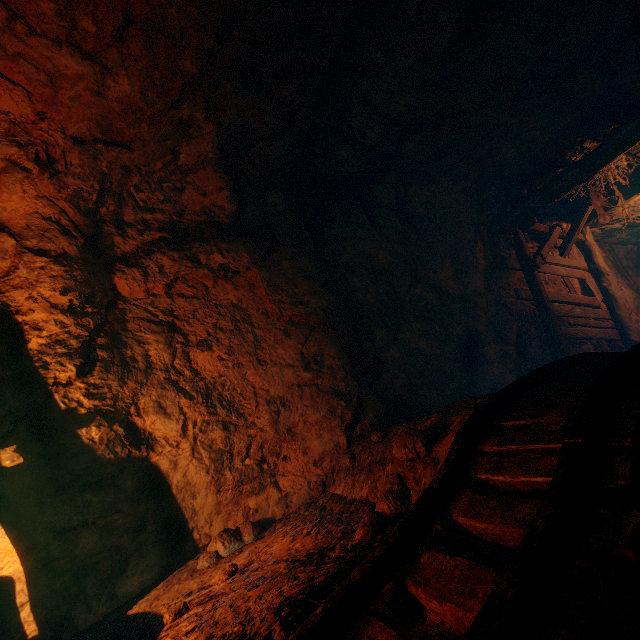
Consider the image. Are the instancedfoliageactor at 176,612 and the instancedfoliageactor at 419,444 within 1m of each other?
no

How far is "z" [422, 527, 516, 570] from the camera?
1.5m

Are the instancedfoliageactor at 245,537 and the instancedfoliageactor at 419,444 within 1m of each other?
no

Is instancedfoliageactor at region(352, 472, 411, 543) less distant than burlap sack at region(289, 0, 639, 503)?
Yes

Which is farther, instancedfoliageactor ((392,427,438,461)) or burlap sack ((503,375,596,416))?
instancedfoliageactor ((392,427,438,461))

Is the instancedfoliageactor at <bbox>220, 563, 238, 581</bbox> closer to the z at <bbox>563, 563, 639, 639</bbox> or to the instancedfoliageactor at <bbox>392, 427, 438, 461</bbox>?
the z at <bbox>563, 563, 639, 639</bbox>

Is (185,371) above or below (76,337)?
below

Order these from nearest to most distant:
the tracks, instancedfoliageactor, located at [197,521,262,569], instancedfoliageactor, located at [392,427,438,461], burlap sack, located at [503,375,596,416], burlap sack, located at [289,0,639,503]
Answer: the tracks, burlap sack, located at [503,375,596,416], instancedfoliageactor, located at [392,427,438,461], instancedfoliageactor, located at [197,521,262,569], burlap sack, located at [289,0,639,503]
